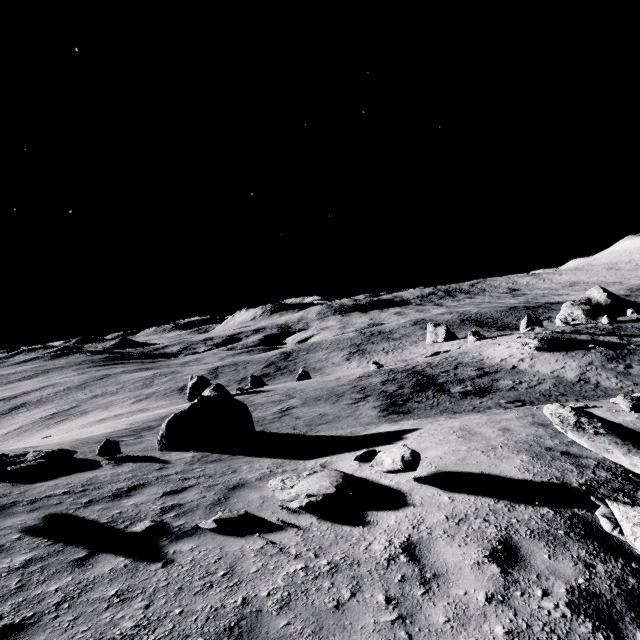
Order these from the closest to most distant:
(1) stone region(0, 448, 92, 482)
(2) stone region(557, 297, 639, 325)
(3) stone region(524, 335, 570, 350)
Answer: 1. (1) stone region(0, 448, 92, 482)
2. (3) stone region(524, 335, 570, 350)
3. (2) stone region(557, 297, 639, 325)

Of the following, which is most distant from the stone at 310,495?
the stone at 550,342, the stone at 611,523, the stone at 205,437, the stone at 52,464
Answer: the stone at 550,342

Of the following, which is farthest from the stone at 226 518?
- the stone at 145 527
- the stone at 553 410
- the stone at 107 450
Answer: the stone at 107 450

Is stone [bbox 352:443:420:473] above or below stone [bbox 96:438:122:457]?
above

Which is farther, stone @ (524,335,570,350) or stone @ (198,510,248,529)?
stone @ (524,335,570,350)

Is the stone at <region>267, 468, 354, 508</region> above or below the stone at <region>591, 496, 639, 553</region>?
below

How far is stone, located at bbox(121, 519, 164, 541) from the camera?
→ 4.6m

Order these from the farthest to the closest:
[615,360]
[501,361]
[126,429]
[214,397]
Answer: [501,361] → [615,360] → [126,429] → [214,397]
